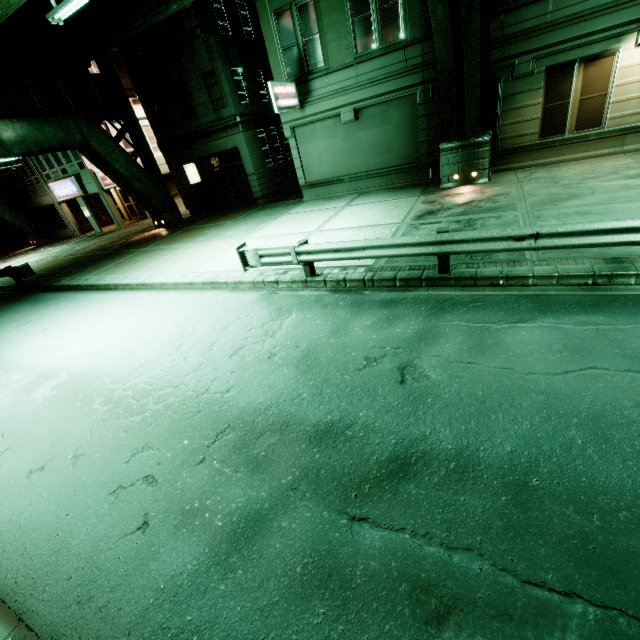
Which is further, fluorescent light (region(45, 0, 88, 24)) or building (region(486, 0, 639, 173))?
building (region(486, 0, 639, 173))

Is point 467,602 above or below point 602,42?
below

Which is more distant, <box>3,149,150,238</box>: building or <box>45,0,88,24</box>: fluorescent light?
<box>3,149,150,238</box>: building

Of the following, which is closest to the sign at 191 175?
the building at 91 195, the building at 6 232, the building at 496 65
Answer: the building at 91 195

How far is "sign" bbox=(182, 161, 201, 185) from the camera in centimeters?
2288cm

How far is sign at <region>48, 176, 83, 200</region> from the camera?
25.12m

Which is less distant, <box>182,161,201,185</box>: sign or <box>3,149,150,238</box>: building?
<box>182,161,201,185</box>: sign

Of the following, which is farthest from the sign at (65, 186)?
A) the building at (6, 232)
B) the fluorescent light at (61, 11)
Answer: the fluorescent light at (61, 11)
